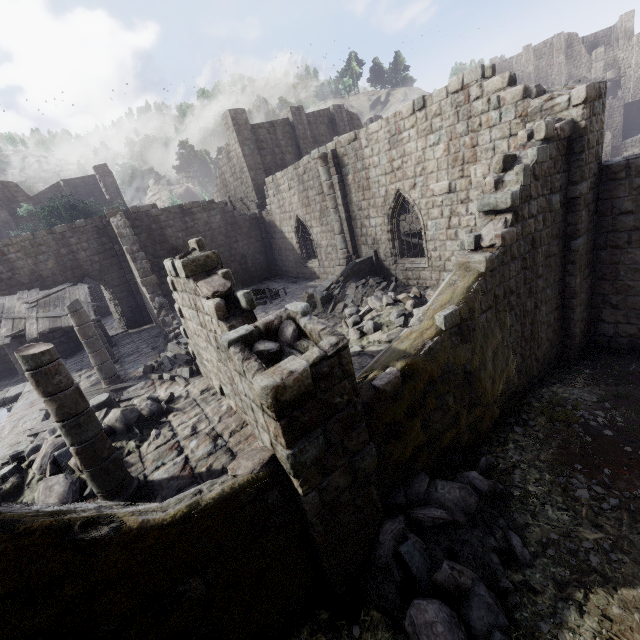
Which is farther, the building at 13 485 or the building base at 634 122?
the building base at 634 122

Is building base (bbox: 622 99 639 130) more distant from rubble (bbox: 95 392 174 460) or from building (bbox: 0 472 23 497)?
rubble (bbox: 95 392 174 460)

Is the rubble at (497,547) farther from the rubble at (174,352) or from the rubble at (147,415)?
the rubble at (174,352)

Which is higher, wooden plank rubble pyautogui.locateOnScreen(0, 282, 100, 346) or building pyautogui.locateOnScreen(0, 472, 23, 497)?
wooden plank rubble pyautogui.locateOnScreen(0, 282, 100, 346)

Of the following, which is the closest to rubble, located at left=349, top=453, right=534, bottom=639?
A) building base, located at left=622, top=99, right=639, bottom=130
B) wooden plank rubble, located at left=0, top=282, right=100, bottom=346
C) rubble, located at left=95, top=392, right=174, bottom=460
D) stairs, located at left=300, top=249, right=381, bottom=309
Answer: rubble, located at left=95, top=392, right=174, bottom=460

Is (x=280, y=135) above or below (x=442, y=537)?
above

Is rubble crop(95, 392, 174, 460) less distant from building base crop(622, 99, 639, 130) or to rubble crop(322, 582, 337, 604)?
rubble crop(322, 582, 337, 604)

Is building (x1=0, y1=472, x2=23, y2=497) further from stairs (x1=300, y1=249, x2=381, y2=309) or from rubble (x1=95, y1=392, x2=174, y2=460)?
rubble (x1=95, y1=392, x2=174, y2=460)
